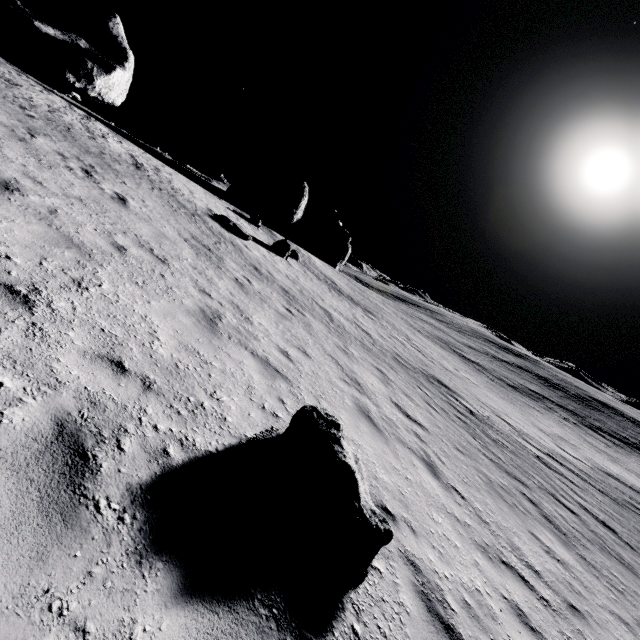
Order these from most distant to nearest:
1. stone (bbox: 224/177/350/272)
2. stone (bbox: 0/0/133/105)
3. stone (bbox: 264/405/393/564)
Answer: stone (bbox: 224/177/350/272) → stone (bbox: 0/0/133/105) → stone (bbox: 264/405/393/564)

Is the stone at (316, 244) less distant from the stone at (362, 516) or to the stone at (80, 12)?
the stone at (80, 12)

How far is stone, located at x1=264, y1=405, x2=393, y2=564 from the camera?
3.5m

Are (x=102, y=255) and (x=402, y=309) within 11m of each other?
no

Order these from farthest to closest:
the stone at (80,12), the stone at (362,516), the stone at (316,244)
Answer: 1. the stone at (316,244)
2. the stone at (80,12)
3. the stone at (362,516)

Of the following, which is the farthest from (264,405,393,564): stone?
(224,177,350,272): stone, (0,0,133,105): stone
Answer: (224,177,350,272): stone

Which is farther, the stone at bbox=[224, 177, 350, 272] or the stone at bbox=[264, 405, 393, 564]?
the stone at bbox=[224, 177, 350, 272]
